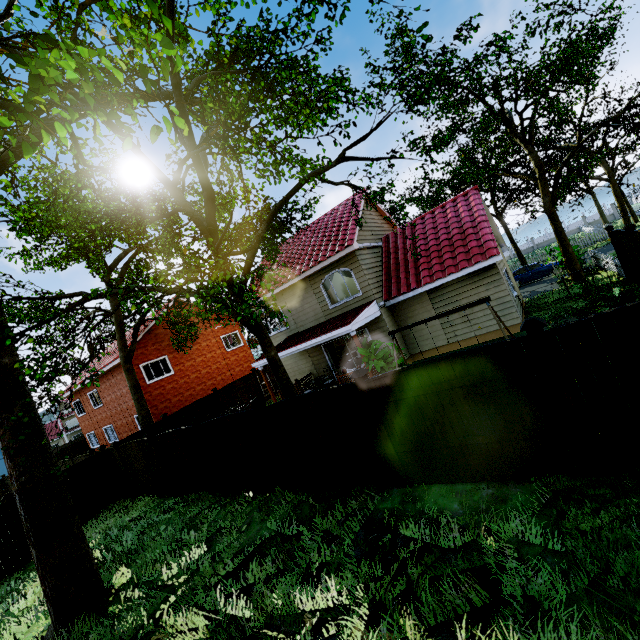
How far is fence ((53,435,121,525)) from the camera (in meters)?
13.08

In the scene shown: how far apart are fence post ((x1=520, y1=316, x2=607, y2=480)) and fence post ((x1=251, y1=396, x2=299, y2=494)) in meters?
5.8 m

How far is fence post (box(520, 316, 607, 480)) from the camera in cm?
451

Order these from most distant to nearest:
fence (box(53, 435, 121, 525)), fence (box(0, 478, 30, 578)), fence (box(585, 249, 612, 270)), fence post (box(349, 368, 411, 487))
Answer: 1. fence (box(585, 249, 612, 270))
2. fence (box(53, 435, 121, 525))
3. fence (box(0, 478, 30, 578))
4. fence post (box(349, 368, 411, 487))

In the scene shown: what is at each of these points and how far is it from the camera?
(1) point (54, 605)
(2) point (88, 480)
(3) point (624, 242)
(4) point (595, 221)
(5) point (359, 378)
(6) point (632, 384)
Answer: (1) tree, 6.5 meters
(2) fence, 13.5 meters
(3) fence, 11.5 meters
(4) fence, 46.6 meters
(5) fence post, 6.3 meters
(6) fence, 4.2 meters

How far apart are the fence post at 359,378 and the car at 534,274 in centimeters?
2322cm

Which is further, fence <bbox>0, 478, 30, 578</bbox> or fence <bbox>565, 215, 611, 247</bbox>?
fence <bbox>565, 215, 611, 247</bbox>

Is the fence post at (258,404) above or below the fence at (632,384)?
above
